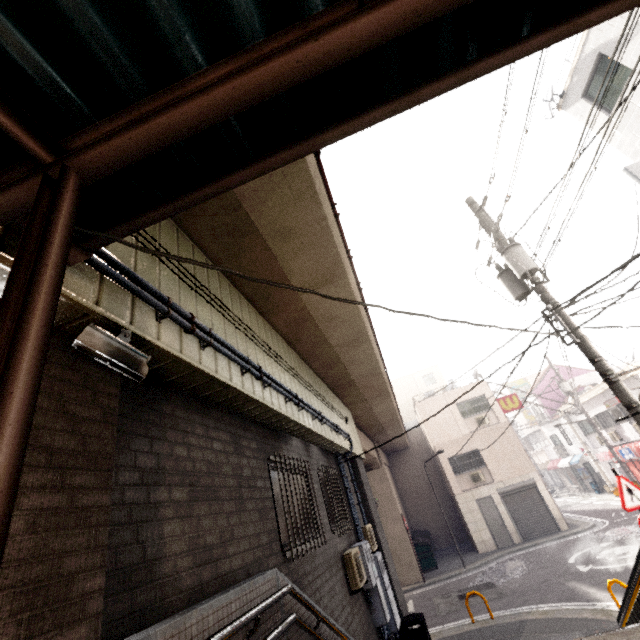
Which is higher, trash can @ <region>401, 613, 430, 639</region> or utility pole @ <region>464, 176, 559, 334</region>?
utility pole @ <region>464, 176, 559, 334</region>

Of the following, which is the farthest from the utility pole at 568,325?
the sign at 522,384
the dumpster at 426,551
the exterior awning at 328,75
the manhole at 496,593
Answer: the sign at 522,384

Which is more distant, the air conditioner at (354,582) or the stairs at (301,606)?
the air conditioner at (354,582)

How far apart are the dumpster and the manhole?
4.4m

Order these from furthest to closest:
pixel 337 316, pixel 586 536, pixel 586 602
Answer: pixel 586 536
pixel 586 602
pixel 337 316

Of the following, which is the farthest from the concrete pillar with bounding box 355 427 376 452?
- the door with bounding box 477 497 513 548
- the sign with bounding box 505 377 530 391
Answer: the sign with bounding box 505 377 530 391

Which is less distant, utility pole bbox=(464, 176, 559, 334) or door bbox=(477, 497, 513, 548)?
utility pole bbox=(464, 176, 559, 334)

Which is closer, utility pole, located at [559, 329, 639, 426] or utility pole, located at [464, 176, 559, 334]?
utility pole, located at [559, 329, 639, 426]
